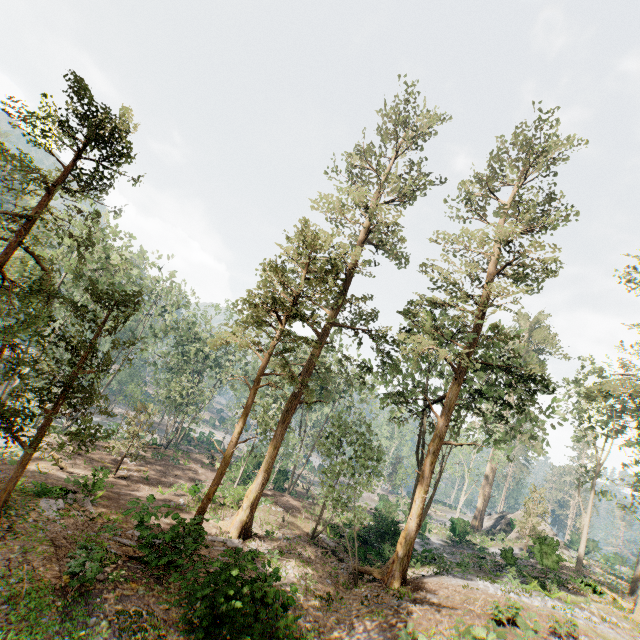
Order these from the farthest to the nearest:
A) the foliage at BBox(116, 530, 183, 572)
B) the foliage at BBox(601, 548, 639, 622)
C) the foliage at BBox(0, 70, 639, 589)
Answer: the foliage at BBox(601, 548, 639, 622) < the foliage at BBox(0, 70, 639, 589) < the foliage at BBox(116, 530, 183, 572)

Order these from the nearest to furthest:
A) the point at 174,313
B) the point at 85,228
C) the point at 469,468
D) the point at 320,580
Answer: the point at 320,580 → the point at 85,228 → the point at 174,313 → the point at 469,468

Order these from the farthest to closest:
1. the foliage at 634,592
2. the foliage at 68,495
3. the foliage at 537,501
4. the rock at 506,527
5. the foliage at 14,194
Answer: the rock at 506,527, the foliage at 537,501, the foliage at 634,592, the foliage at 68,495, the foliage at 14,194

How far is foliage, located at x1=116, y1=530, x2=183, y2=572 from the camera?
9.47m

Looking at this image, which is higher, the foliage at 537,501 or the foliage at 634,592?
the foliage at 537,501

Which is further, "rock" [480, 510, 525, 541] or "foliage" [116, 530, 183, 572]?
"rock" [480, 510, 525, 541]
